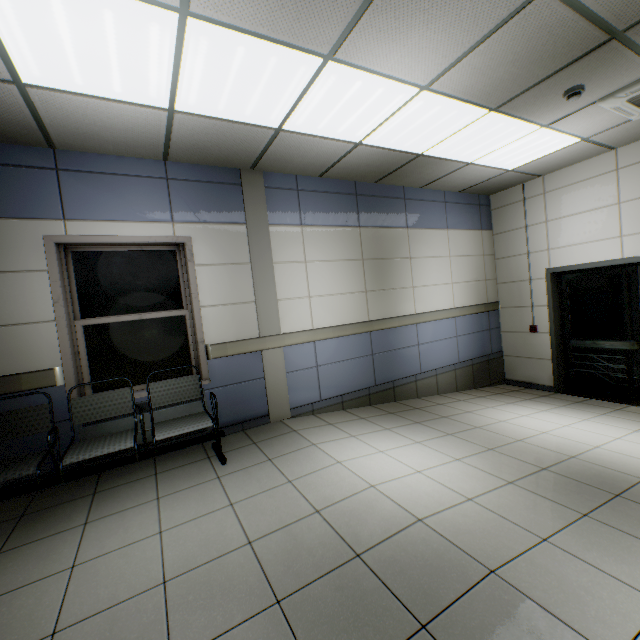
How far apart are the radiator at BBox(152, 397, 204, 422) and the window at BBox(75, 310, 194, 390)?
0.21m

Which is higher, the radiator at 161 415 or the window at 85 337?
the window at 85 337

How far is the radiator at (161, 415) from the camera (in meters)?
3.49

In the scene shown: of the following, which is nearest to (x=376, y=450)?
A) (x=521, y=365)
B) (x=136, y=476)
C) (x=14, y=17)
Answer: (x=136, y=476)

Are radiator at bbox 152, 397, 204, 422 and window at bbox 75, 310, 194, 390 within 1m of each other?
yes

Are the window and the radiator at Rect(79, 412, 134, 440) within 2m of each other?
yes

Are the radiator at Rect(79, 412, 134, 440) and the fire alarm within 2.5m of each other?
no
